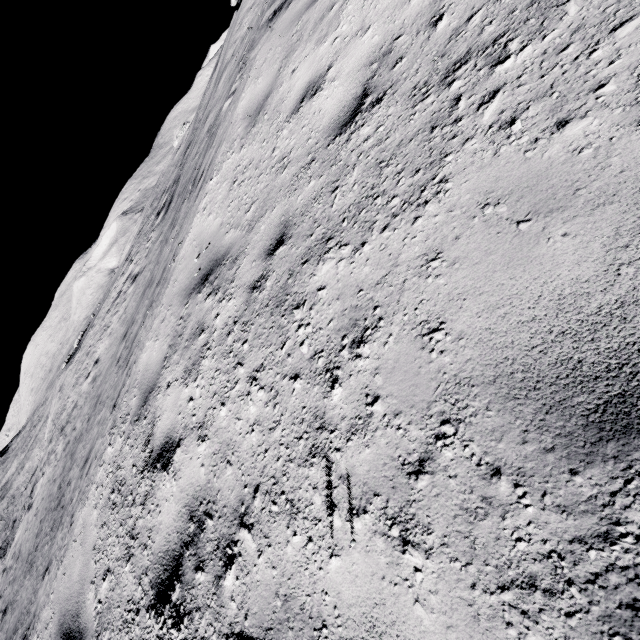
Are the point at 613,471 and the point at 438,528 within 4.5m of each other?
yes
